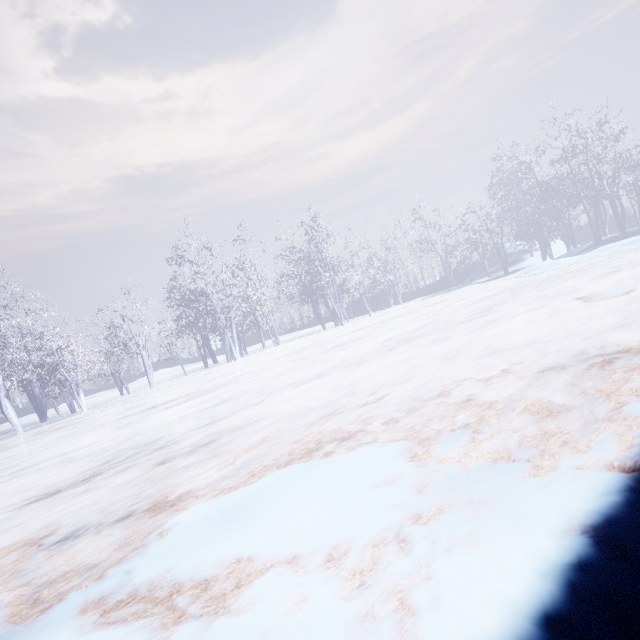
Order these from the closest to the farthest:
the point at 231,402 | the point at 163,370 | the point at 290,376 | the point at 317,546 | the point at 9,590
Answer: the point at 317,546 < the point at 9,590 < the point at 231,402 < the point at 290,376 < the point at 163,370
